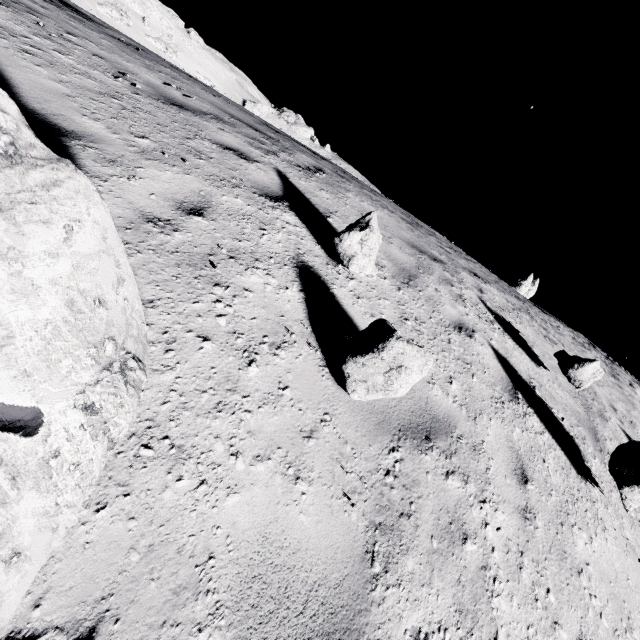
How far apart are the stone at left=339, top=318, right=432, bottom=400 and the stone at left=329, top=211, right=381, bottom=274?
0.89m

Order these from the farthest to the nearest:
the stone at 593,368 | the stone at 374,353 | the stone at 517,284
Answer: the stone at 517,284
the stone at 593,368
the stone at 374,353

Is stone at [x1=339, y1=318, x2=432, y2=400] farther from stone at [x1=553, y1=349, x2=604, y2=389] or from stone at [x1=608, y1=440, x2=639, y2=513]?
stone at [x1=553, y1=349, x2=604, y2=389]

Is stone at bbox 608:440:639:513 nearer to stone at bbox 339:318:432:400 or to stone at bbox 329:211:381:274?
stone at bbox 339:318:432:400

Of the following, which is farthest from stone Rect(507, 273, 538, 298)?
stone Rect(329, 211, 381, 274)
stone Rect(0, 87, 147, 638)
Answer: stone Rect(0, 87, 147, 638)

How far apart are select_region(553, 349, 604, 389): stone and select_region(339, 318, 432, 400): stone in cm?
420

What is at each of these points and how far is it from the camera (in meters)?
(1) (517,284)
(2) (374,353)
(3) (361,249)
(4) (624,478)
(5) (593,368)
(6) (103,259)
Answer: (1) stone, 27.70
(2) stone, 2.42
(3) stone, 3.46
(4) stone, 3.78
(5) stone, 5.11
(6) stone, 1.60

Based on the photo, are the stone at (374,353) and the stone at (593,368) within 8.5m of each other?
yes
